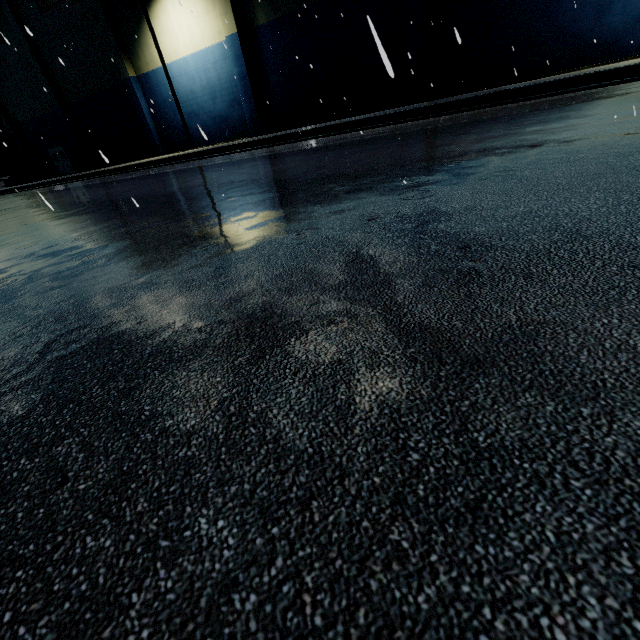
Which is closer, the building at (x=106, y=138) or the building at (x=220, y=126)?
the building at (x=220, y=126)

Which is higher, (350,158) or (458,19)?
(458,19)

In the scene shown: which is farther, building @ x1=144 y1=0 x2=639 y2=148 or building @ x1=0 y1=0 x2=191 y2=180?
building @ x1=0 y1=0 x2=191 y2=180
